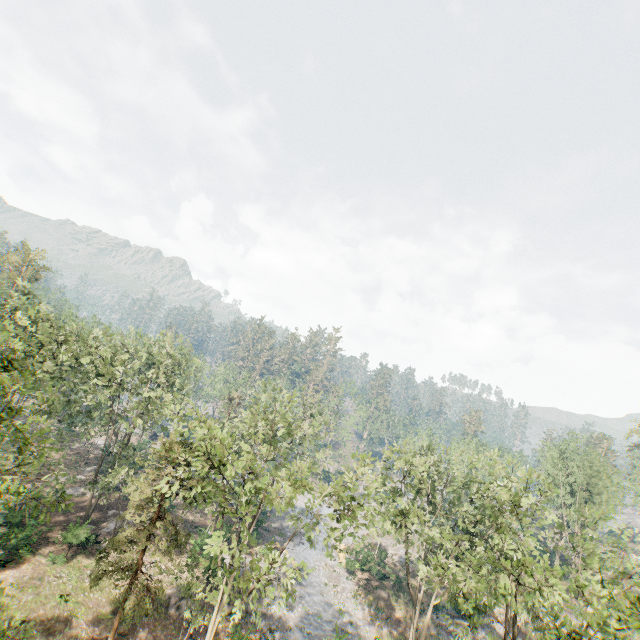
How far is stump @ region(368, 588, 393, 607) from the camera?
35.6m

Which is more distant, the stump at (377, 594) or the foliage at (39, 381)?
the stump at (377, 594)

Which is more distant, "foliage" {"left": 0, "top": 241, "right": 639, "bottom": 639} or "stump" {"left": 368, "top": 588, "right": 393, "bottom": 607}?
"stump" {"left": 368, "top": 588, "right": 393, "bottom": 607}

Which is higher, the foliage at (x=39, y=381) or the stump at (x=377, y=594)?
the foliage at (x=39, y=381)

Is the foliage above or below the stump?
above

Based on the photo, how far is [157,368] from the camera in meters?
38.2
